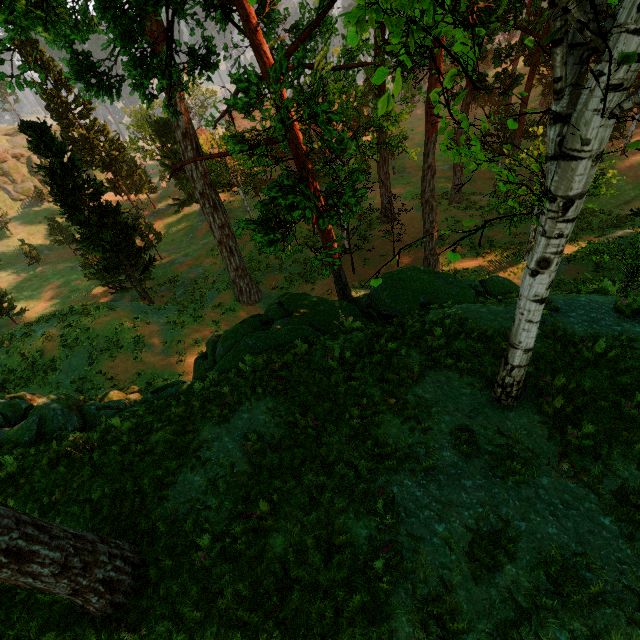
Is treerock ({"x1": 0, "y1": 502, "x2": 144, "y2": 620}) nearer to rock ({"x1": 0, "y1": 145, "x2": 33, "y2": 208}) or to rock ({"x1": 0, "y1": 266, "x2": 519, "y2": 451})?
rock ({"x1": 0, "y1": 266, "x2": 519, "y2": 451})

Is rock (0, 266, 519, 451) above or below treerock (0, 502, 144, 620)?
below

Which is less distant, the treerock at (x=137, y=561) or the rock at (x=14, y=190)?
the treerock at (x=137, y=561)

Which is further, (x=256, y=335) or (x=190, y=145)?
(x=190, y=145)

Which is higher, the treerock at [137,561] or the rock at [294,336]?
the treerock at [137,561]

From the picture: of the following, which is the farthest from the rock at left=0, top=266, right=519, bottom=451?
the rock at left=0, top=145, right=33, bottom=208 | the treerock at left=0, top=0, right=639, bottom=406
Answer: the rock at left=0, top=145, right=33, bottom=208
